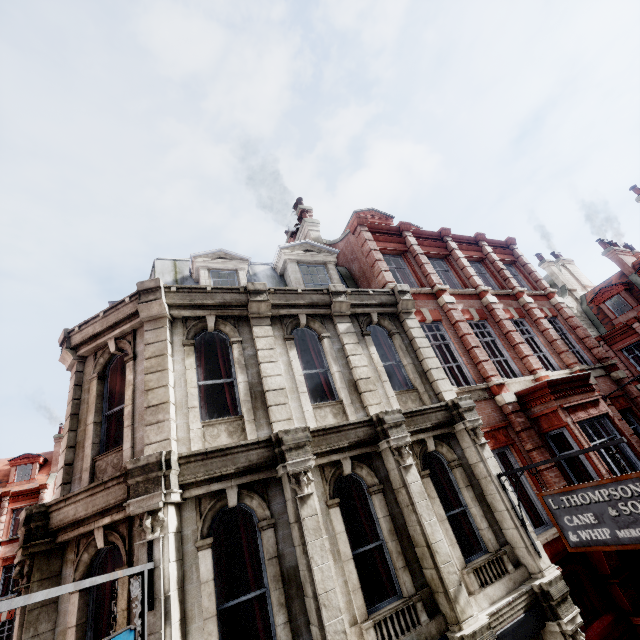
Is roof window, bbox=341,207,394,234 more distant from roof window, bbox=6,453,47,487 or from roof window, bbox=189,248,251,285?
roof window, bbox=6,453,47,487

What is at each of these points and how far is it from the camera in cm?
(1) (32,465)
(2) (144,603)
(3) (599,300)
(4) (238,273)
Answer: (1) roof window, 3067
(2) sign, 435
(3) roof window, 2581
(4) roof window, 1057

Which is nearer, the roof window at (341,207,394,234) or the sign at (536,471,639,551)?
the sign at (536,471,639,551)

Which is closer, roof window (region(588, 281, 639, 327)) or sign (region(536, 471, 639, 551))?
sign (region(536, 471, 639, 551))

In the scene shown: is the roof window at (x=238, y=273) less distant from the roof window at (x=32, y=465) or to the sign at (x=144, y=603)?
the sign at (x=144, y=603)

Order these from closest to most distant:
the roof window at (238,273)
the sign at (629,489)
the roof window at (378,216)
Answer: the sign at (629,489)
the roof window at (238,273)
the roof window at (378,216)

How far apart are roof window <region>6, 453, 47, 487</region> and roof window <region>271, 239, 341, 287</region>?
Result: 34.7m

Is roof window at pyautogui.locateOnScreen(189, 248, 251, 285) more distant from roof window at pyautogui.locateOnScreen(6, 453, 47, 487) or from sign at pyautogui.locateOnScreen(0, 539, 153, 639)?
roof window at pyautogui.locateOnScreen(6, 453, 47, 487)
